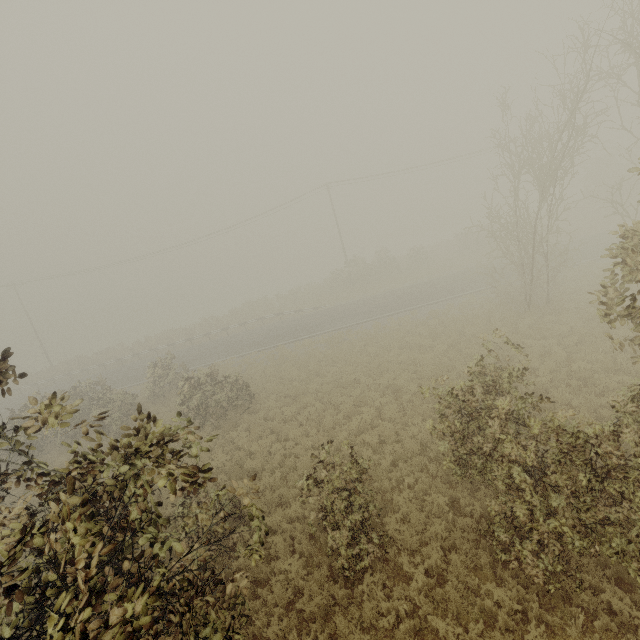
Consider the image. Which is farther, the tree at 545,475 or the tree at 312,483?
the tree at 312,483

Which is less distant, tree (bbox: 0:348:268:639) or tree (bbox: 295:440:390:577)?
tree (bbox: 0:348:268:639)

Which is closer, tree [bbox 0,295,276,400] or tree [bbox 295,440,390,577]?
tree [bbox 0,295,276,400]

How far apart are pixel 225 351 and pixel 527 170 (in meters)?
24.98

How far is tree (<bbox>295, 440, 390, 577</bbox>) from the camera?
7.4m

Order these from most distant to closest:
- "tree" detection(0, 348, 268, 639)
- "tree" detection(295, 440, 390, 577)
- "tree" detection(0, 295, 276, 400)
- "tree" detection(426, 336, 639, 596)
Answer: "tree" detection(295, 440, 390, 577) → "tree" detection(426, 336, 639, 596) → "tree" detection(0, 295, 276, 400) → "tree" detection(0, 348, 268, 639)

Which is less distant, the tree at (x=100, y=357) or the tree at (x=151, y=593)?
the tree at (x=151, y=593)
